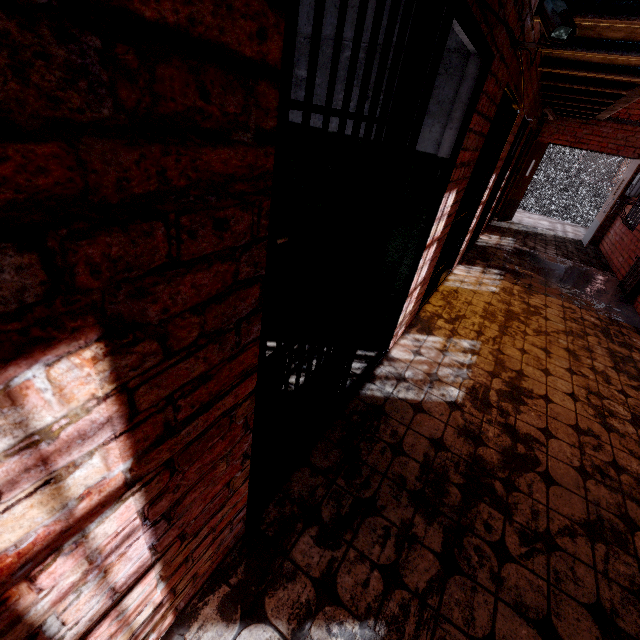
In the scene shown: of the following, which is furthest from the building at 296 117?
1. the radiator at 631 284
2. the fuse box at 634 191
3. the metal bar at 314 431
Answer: the fuse box at 634 191

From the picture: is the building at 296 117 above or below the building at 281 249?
above

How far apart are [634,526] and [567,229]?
11.29m

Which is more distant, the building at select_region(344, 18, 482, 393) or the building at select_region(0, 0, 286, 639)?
the building at select_region(344, 18, 482, 393)

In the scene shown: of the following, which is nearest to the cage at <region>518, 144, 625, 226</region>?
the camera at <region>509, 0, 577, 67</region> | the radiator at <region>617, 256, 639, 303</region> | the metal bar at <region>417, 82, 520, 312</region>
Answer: the radiator at <region>617, 256, 639, 303</region>

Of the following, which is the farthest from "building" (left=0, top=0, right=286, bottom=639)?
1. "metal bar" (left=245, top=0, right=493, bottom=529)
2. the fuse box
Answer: the fuse box

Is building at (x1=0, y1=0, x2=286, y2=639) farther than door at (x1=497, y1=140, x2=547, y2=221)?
No

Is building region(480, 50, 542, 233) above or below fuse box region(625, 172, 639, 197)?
above
